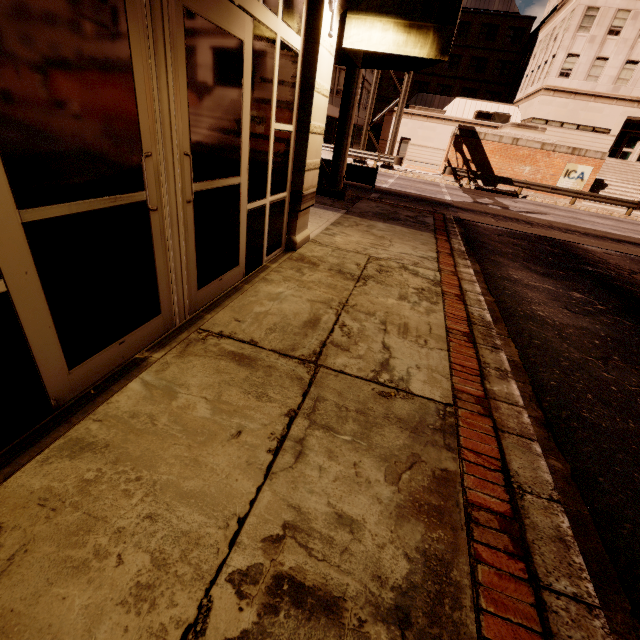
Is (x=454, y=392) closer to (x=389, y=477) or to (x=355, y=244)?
(x=389, y=477)

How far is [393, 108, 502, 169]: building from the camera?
32.59m

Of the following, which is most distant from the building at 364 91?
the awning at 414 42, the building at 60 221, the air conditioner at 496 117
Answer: the building at 60 221

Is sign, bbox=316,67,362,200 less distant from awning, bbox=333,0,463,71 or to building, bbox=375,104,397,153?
awning, bbox=333,0,463,71

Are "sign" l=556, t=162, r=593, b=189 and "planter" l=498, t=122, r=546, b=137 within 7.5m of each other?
yes

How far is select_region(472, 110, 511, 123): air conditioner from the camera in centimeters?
3269cm

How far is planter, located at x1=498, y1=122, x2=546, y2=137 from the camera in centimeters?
2393cm

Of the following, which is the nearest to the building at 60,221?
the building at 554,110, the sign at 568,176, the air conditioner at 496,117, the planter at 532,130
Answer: the planter at 532,130
